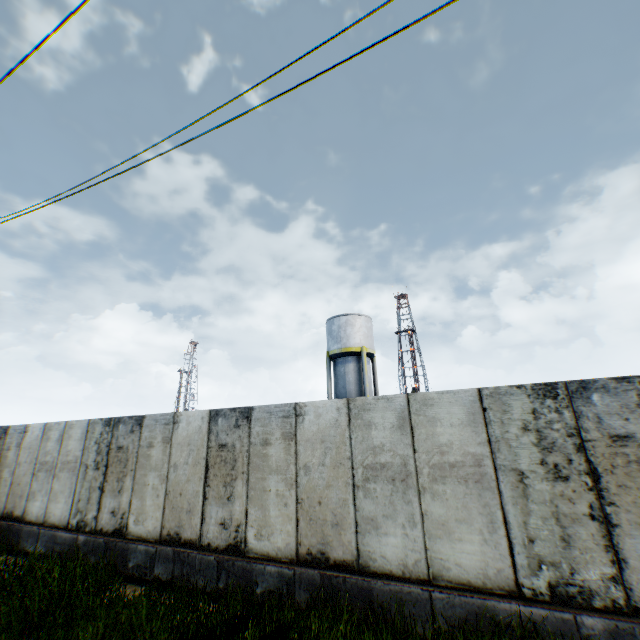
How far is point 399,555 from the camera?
5.3 meters

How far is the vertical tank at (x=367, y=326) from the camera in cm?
2536

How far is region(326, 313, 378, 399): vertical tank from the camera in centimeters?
2536cm
